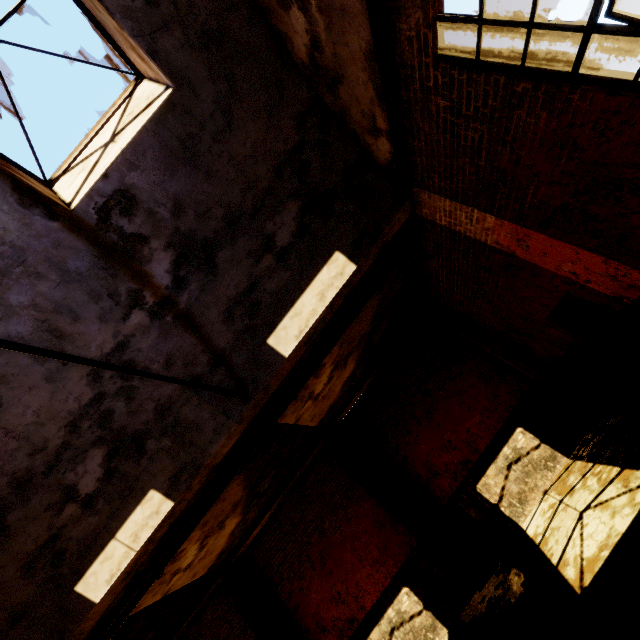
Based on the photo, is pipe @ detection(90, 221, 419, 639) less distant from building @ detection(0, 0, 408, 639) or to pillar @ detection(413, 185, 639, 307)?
pillar @ detection(413, 185, 639, 307)

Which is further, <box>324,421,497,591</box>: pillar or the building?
<box>324,421,497,591</box>: pillar

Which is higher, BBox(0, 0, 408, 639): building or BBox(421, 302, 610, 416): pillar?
BBox(0, 0, 408, 639): building

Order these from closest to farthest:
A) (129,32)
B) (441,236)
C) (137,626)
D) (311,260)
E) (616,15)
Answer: (616,15) → (129,32) → (311,260) → (441,236) → (137,626)

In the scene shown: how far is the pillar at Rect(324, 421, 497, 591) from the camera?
7.55m

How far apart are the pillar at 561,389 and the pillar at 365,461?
4.2 meters

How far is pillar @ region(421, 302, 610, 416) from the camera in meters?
7.8

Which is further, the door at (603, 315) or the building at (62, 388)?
the door at (603, 315)
